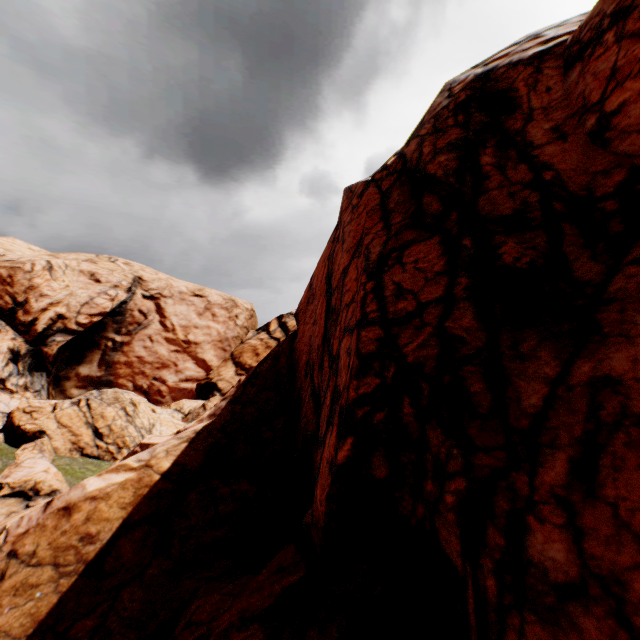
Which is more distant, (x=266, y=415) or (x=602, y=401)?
(x=266, y=415)
